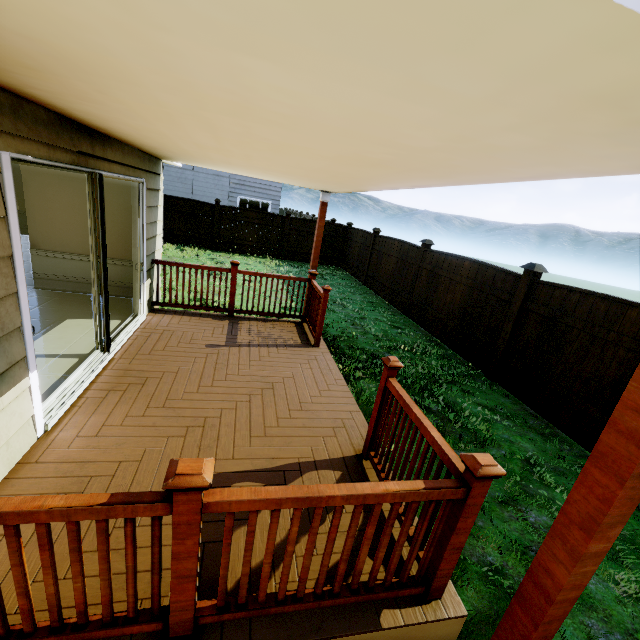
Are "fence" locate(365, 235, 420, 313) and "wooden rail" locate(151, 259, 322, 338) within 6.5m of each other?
yes

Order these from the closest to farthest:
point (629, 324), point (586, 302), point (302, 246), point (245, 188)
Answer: point (629, 324) < point (586, 302) < point (302, 246) < point (245, 188)

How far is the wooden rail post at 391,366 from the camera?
2.69m

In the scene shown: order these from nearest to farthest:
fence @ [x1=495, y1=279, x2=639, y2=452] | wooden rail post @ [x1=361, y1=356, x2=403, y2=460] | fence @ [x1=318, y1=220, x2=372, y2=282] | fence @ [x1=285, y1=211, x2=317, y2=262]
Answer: wooden rail post @ [x1=361, y1=356, x2=403, y2=460], fence @ [x1=495, y1=279, x2=639, y2=452], fence @ [x1=318, y1=220, x2=372, y2=282], fence @ [x1=285, y1=211, x2=317, y2=262]

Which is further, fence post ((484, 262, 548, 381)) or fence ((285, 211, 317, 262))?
fence ((285, 211, 317, 262))

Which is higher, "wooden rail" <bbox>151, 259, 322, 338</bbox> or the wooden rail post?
the wooden rail post

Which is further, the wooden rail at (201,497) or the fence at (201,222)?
the fence at (201,222)

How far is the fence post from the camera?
5.4 meters
